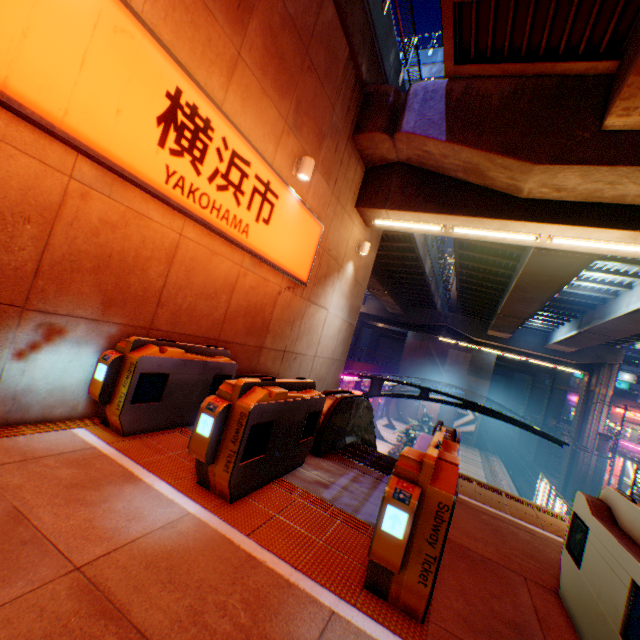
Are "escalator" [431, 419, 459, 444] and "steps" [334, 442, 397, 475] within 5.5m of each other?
yes

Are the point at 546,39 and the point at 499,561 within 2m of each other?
no

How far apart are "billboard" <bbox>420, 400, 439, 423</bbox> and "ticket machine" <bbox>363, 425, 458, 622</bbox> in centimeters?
4423cm

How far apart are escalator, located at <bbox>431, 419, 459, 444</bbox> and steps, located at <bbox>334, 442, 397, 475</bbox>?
0.00m

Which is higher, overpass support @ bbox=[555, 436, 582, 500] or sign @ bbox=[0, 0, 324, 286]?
sign @ bbox=[0, 0, 324, 286]

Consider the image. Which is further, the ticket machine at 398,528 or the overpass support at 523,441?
the overpass support at 523,441

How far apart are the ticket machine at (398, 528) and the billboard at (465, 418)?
44.2 meters

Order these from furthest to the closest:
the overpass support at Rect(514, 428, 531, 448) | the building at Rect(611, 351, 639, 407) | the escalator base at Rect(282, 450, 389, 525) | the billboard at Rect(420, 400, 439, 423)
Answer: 1. the overpass support at Rect(514, 428, 531, 448)
2. the building at Rect(611, 351, 639, 407)
3. the billboard at Rect(420, 400, 439, 423)
4. the escalator base at Rect(282, 450, 389, 525)
